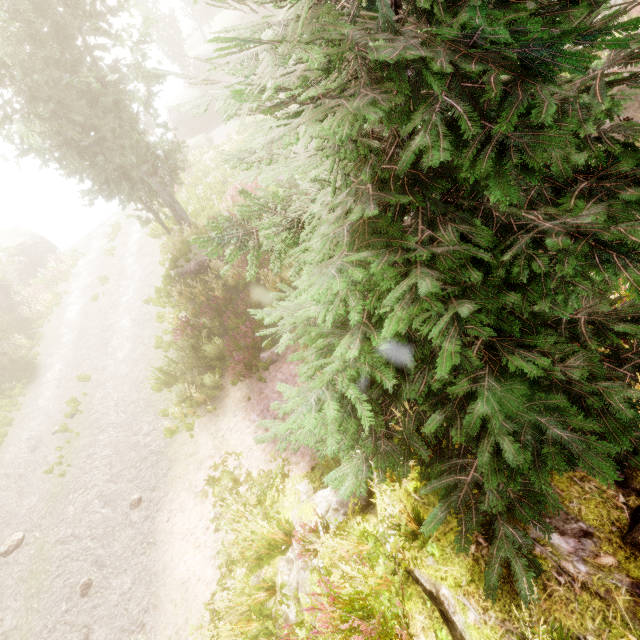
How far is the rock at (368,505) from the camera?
4.30m

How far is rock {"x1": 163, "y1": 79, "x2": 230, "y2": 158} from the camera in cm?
3027

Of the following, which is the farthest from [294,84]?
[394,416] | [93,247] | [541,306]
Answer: [93,247]

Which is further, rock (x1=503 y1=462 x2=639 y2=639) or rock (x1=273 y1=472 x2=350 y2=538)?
rock (x1=273 y1=472 x2=350 y2=538)

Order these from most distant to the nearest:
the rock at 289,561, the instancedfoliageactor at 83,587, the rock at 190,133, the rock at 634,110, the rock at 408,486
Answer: the rock at 190,133, the rock at 634,110, the instancedfoliageactor at 83,587, the rock at 289,561, the rock at 408,486

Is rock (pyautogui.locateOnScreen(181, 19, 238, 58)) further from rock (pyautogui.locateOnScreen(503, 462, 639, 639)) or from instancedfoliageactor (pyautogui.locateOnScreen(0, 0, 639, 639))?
rock (pyautogui.locateOnScreen(503, 462, 639, 639))

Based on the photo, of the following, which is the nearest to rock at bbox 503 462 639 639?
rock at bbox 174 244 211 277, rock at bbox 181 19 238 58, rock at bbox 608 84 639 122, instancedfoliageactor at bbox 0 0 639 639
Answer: instancedfoliageactor at bbox 0 0 639 639

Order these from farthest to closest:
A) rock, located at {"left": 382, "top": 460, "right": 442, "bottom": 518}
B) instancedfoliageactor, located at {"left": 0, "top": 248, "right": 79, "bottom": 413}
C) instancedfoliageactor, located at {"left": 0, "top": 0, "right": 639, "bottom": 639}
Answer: instancedfoliageactor, located at {"left": 0, "top": 248, "right": 79, "bottom": 413} → rock, located at {"left": 382, "top": 460, "right": 442, "bottom": 518} → instancedfoliageactor, located at {"left": 0, "top": 0, "right": 639, "bottom": 639}
